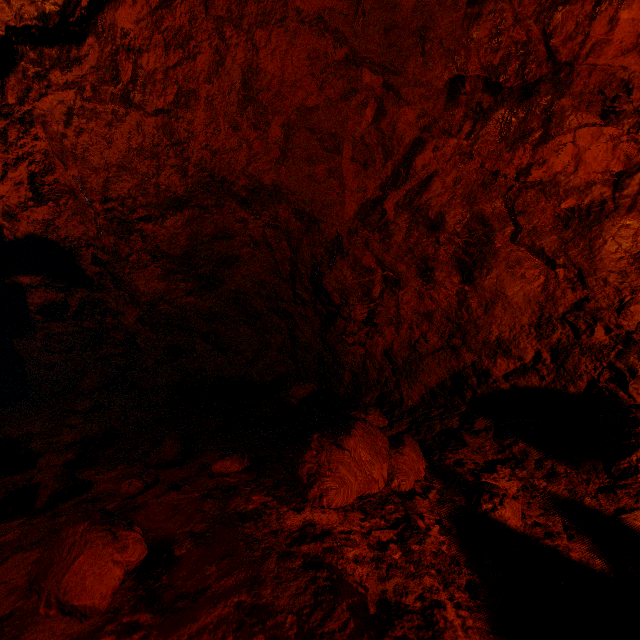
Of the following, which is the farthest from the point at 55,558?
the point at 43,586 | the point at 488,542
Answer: the point at 488,542

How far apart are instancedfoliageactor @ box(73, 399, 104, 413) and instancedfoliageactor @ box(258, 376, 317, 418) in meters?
1.2 m

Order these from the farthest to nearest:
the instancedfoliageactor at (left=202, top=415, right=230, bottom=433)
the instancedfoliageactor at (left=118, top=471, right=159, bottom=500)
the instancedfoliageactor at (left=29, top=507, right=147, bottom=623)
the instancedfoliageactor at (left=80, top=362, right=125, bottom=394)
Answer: the instancedfoliageactor at (left=80, top=362, right=125, bottom=394)
the instancedfoliageactor at (left=202, top=415, right=230, bottom=433)
the instancedfoliageactor at (left=118, top=471, right=159, bottom=500)
the instancedfoliageactor at (left=29, top=507, right=147, bottom=623)

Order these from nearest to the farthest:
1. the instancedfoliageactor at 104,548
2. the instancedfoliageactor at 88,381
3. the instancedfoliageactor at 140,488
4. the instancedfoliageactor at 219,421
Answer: the instancedfoliageactor at 104,548
the instancedfoliageactor at 140,488
the instancedfoliageactor at 219,421
the instancedfoliageactor at 88,381

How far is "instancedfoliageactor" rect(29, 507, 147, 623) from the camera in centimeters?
75cm

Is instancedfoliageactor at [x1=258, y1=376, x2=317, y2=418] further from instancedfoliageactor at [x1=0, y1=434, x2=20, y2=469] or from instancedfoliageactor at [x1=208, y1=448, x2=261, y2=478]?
instancedfoliageactor at [x1=0, y1=434, x2=20, y2=469]

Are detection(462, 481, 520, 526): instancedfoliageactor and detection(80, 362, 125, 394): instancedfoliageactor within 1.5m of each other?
no

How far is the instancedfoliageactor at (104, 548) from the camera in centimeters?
75cm
